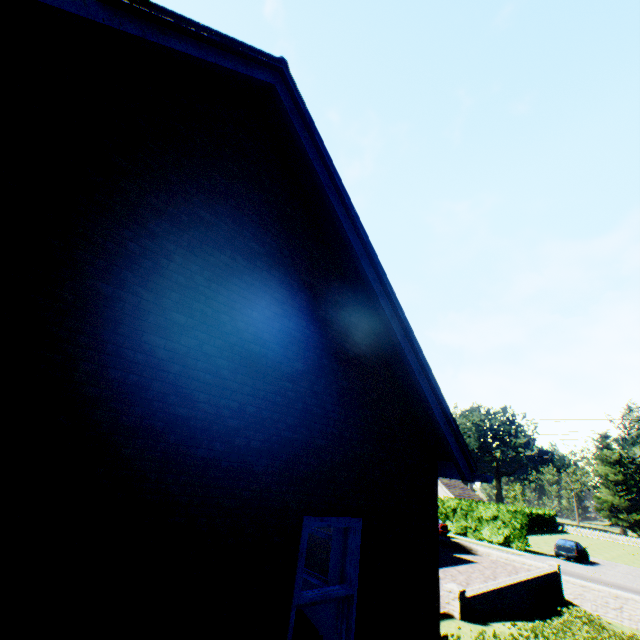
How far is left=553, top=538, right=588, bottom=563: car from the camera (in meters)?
28.52

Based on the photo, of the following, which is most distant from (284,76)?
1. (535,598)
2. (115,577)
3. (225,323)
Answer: (535,598)

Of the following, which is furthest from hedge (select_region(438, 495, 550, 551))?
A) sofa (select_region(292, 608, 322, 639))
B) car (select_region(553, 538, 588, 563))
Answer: sofa (select_region(292, 608, 322, 639))

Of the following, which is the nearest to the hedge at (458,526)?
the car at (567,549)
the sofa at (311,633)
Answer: the car at (567,549)

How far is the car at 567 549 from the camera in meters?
28.5

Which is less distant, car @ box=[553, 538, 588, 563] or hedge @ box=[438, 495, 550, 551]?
car @ box=[553, 538, 588, 563]

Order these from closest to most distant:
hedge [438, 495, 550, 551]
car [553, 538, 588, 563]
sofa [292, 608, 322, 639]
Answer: sofa [292, 608, 322, 639]
car [553, 538, 588, 563]
hedge [438, 495, 550, 551]

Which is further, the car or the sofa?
the car
